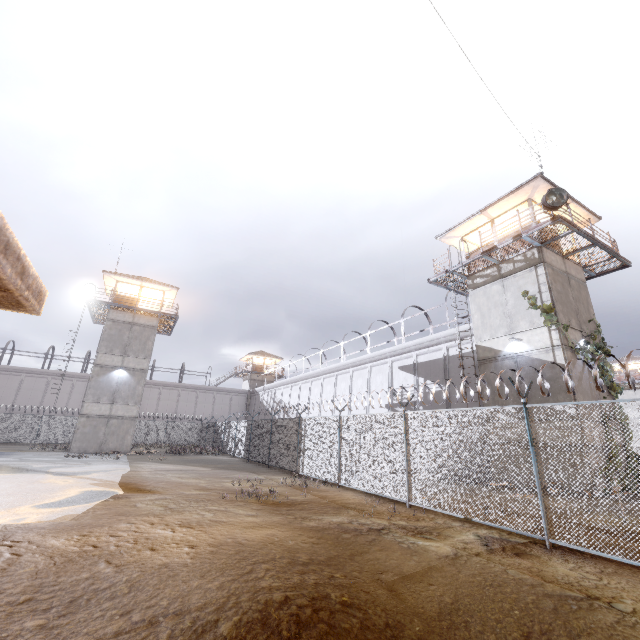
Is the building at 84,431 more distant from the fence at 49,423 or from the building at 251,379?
the building at 251,379

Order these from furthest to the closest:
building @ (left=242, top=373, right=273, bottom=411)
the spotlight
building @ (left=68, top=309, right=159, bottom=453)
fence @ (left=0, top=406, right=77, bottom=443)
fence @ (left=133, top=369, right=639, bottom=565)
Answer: building @ (left=242, top=373, right=273, bottom=411), fence @ (left=0, top=406, right=77, bottom=443), building @ (left=68, top=309, right=159, bottom=453), the spotlight, fence @ (left=133, top=369, right=639, bottom=565)

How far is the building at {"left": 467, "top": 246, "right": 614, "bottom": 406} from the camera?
13.74m

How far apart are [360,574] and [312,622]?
1.8 meters

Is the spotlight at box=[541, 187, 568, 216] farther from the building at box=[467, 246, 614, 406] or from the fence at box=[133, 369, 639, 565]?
the fence at box=[133, 369, 639, 565]

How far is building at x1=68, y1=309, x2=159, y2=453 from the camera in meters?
25.2 m

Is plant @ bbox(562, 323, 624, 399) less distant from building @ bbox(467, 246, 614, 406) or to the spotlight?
building @ bbox(467, 246, 614, 406)

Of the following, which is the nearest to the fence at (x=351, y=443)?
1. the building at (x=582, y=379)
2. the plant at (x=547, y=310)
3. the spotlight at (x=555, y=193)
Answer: the building at (x=582, y=379)
